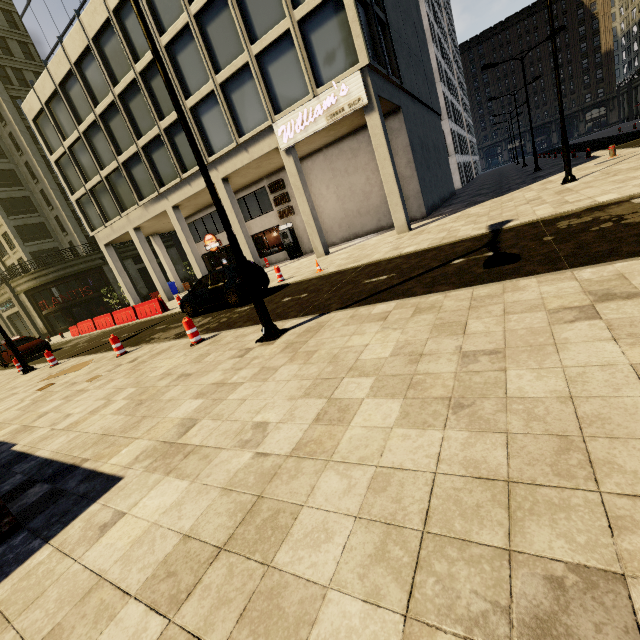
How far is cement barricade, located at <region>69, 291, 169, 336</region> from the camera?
18.7 meters

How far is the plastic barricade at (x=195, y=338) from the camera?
8.0m

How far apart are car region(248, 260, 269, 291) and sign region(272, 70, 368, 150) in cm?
729

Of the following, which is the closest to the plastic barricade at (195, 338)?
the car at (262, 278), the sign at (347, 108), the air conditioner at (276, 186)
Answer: the car at (262, 278)

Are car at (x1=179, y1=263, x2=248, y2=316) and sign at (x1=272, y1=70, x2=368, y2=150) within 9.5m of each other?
yes

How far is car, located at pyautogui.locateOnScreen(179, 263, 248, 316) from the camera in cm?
1134

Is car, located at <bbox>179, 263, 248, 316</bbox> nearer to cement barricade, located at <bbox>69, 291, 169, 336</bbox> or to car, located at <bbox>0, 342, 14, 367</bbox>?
cement barricade, located at <bbox>69, 291, 169, 336</bbox>

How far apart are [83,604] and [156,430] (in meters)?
2.20
